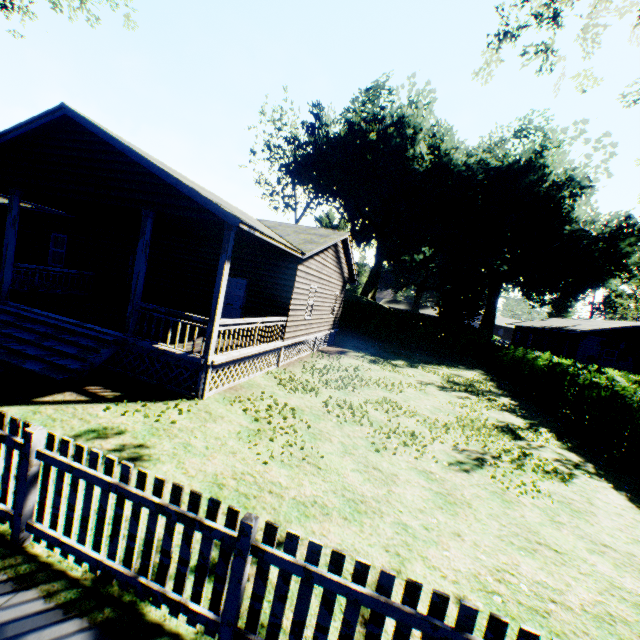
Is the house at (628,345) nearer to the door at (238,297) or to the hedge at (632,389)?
the hedge at (632,389)

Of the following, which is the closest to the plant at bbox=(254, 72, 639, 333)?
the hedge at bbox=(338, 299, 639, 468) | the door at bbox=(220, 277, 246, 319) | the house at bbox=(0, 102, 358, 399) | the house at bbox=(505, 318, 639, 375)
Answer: the house at bbox=(505, 318, 639, 375)

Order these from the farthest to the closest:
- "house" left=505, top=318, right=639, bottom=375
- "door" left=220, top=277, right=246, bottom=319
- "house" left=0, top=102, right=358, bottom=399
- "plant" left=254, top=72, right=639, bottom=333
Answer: "plant" left=254, top=72, right=639, bottom=333 → "house" left=505, top=318, right=639, bottom=375 → "door" left=220, top=277, right=246, bottom=319 → "house" left=0, top=102, right=358, bottom=399

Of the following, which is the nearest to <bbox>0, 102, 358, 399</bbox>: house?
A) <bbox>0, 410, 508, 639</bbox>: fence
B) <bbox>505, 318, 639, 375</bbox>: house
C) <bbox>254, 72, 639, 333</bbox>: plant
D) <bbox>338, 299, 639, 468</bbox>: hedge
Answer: <bbox>0, 410, 508, 639</bbox>: fence

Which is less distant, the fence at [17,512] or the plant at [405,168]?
the fence at [17,512]

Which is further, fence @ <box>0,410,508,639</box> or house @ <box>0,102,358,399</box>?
house @ <box>0,102,358,399</box>

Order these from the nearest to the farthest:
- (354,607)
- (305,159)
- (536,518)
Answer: (354,607)
(536,518)
(305,159)

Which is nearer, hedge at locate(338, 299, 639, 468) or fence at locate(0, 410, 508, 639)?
fence at locate(0, 410, 508, 639)
